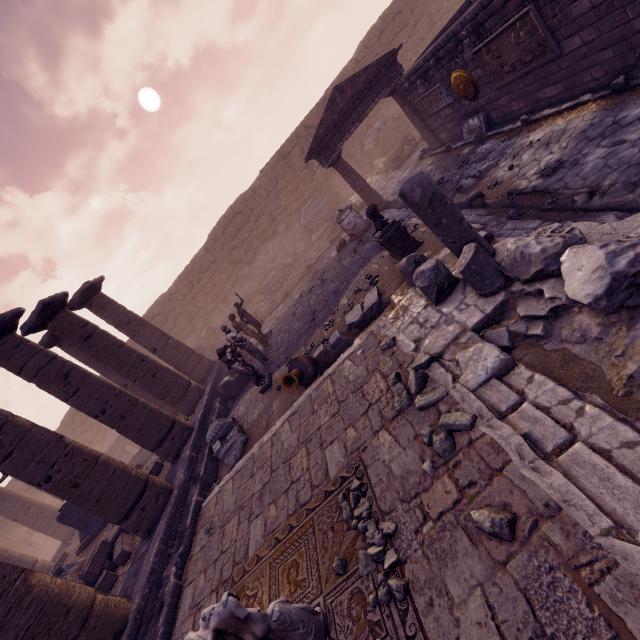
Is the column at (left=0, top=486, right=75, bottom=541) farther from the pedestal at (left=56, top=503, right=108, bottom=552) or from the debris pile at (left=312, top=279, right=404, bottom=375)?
the debris pile at (left=312, top=279, right=404, bottom=375)

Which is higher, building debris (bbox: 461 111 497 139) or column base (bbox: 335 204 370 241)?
column base (bbox: 335 204 370 241)

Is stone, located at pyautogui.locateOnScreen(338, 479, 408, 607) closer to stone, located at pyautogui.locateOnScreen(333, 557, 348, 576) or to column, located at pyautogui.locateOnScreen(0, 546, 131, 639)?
stone, located at pyautogui.locateOnScreen(333, 557, 348, 576)

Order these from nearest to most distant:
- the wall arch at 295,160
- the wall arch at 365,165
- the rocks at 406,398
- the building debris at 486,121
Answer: the rocks at 406,398 → the building debris at 486,121 → the wall arch at 295,160 → the wall arch at 365,165

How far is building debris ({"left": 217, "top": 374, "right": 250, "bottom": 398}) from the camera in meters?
11.0

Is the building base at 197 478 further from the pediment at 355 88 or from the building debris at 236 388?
the pediment at 355 88

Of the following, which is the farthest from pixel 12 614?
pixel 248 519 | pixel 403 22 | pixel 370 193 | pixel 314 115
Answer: pixel 403 22

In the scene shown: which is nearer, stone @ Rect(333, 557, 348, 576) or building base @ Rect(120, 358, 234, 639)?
stone @ Rect(333, 557, 348, 576)
